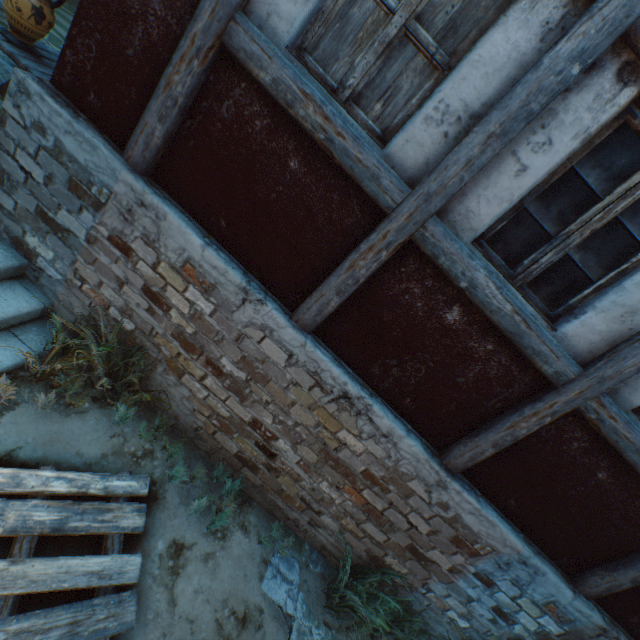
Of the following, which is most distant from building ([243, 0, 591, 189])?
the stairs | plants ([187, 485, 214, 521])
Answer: plants ([187, 485, 214, 521])

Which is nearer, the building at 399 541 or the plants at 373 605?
the building at 399 541

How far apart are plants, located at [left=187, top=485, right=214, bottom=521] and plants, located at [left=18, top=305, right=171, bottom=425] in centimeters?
103cm

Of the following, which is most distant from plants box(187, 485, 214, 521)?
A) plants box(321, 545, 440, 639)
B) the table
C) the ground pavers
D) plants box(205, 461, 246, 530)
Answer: the table

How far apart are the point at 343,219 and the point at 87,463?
3.10m

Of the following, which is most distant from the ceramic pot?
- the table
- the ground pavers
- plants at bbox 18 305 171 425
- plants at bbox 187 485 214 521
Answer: the ground pavers

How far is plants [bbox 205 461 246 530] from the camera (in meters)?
3.17

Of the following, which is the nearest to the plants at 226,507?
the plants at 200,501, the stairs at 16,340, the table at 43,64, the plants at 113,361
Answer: the plants at 200,501
